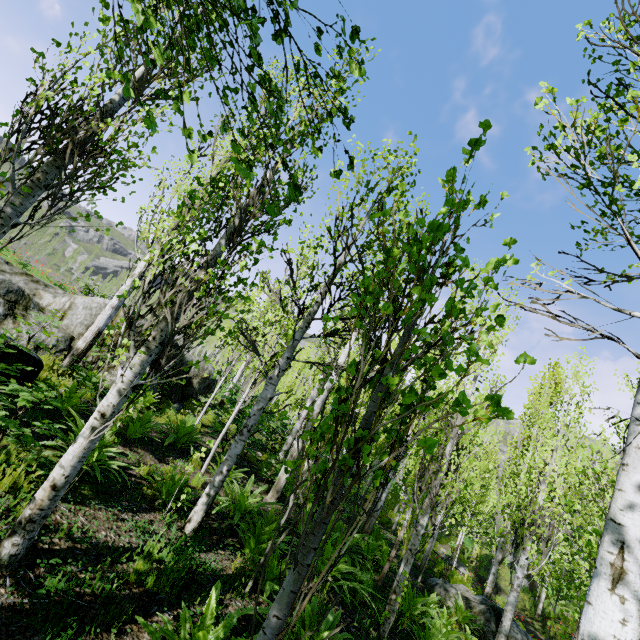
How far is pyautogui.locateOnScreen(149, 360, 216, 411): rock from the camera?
10.7 meters

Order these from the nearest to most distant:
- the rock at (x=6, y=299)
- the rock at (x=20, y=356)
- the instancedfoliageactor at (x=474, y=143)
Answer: the instancedfoliageactor at (x=474, y=143) → the rock at (x=20, y=356) → the rock at (x=6, y=299)

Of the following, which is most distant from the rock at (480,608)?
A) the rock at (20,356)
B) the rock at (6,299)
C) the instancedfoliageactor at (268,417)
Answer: the rock at (20,356)

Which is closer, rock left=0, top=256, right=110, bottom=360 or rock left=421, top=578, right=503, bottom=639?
rock left=0, top=256, right=110, bottom=360

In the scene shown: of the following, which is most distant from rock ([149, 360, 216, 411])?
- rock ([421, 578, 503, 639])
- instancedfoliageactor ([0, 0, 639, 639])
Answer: rock ([421, 578, 503, 639])

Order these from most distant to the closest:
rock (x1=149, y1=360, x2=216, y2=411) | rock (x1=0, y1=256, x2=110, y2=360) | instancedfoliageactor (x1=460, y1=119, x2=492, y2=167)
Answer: rock (x1=149, y1=360, x2=216, y2=411) → rock (x1=0, y1=256, x2=110, y2=360) → instancedfoliageactor (x1=460, y1=119, x2=492, y2=167)

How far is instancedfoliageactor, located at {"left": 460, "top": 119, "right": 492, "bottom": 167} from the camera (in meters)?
1.42

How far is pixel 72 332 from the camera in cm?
890
